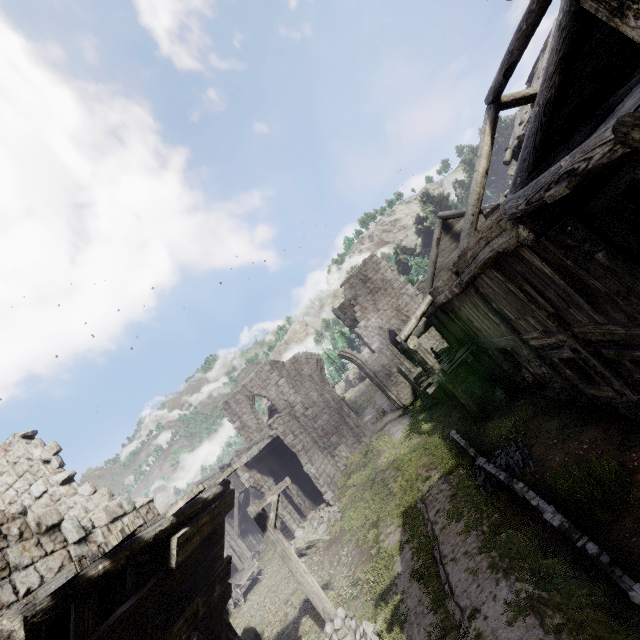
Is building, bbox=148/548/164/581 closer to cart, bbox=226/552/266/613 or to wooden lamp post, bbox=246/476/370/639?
wooden lamp post, bbox=246/476/370/639

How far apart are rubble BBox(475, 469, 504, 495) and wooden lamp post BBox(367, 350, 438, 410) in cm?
872

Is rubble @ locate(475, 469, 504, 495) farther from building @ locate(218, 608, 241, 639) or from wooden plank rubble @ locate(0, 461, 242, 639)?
wooden plank rubble @ locate(0, 461, 242, 639)

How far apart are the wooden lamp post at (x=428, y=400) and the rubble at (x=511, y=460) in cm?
872

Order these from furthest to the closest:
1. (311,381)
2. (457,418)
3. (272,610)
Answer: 1. (311,381)
2. (457,418)
3. (272,610)

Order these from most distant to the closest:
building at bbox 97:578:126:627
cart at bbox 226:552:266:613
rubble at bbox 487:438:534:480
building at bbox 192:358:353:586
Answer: building at bbox 192:358:353:586 < cart at bbox 226:552:266:613 < rubble at bbox 487:438:534:480 < building at bbox 97:578:126:627

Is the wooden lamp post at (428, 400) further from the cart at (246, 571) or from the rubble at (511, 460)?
the cart at (246, 571)
